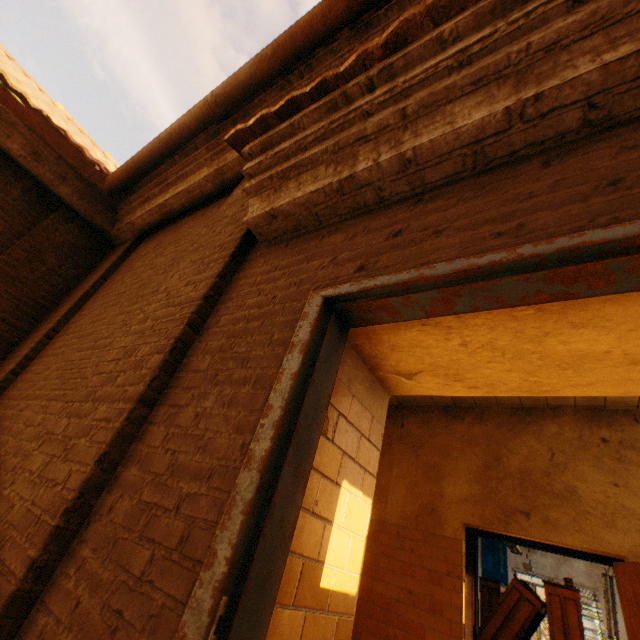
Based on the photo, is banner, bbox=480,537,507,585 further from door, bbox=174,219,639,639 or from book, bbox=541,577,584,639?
door, bbox=174,219,639,639

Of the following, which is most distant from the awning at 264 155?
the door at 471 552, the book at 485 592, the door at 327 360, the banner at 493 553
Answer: the banner at 493 553

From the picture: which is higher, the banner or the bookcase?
the banner

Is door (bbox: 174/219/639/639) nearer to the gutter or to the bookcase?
the gutter

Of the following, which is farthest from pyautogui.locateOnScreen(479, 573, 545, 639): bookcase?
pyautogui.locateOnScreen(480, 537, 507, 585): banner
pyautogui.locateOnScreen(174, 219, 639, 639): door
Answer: pyautogui.locateOnScreen(174, 219, 639, 639): door

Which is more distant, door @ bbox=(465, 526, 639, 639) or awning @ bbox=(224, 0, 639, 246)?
door @ bbox=(465, 526, 639, 639)

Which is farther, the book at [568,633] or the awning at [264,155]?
the book at [568,633]

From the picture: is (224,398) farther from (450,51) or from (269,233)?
(450,51)
